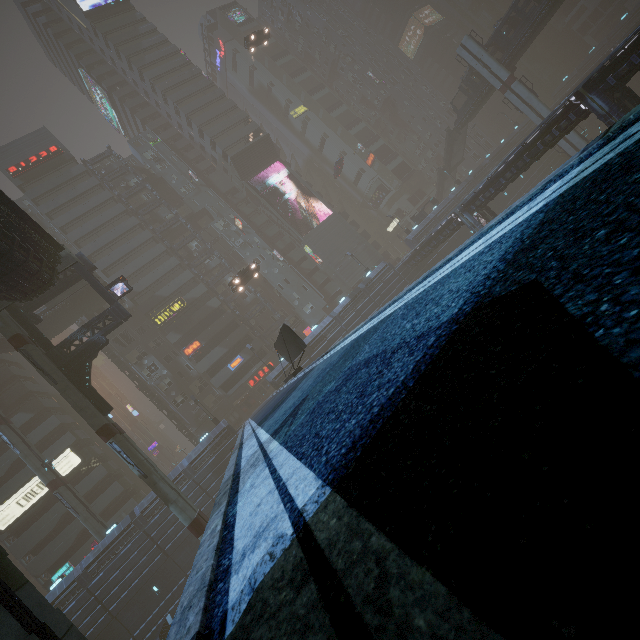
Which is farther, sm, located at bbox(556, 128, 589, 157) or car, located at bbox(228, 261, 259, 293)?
sm, located at bbox(556, 128, 589, 157)

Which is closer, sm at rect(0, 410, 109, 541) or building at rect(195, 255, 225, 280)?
sm at rect(0, 410, 109, 541)

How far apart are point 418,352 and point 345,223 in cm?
6031

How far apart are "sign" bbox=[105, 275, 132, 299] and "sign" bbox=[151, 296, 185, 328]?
20.0m

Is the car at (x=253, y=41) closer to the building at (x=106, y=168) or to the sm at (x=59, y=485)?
the building at (x=106, y=168)

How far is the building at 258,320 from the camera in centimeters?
5206cm

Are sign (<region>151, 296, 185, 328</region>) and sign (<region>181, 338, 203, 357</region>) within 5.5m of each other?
yes

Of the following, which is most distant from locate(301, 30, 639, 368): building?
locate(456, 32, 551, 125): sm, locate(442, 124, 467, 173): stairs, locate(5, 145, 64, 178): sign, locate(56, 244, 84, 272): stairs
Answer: locate(442, 124, 467, 173): stairs
